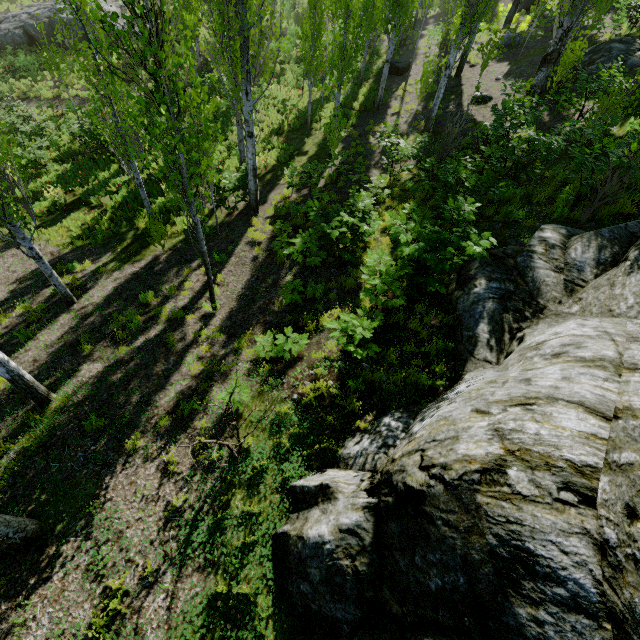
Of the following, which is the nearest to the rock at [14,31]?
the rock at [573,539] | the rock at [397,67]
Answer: the rock at [397,67]

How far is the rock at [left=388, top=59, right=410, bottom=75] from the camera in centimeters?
2131cm

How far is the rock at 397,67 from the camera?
21.3m

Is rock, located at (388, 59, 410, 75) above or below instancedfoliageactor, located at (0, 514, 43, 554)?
below

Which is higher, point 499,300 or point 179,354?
point 499,300

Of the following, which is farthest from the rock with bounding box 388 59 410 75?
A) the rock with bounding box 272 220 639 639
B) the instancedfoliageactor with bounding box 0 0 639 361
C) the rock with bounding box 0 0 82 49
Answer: the rock with bounding box 272 220 639 639

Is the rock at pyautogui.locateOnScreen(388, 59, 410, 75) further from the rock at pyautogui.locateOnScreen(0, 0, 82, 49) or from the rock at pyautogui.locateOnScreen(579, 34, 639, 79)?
the rock at pyautogui.locateOnScreen(0, 0, 82, 49)

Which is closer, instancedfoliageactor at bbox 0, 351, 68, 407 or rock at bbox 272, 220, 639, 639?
rock at bbox 272, 220, 639, 639
